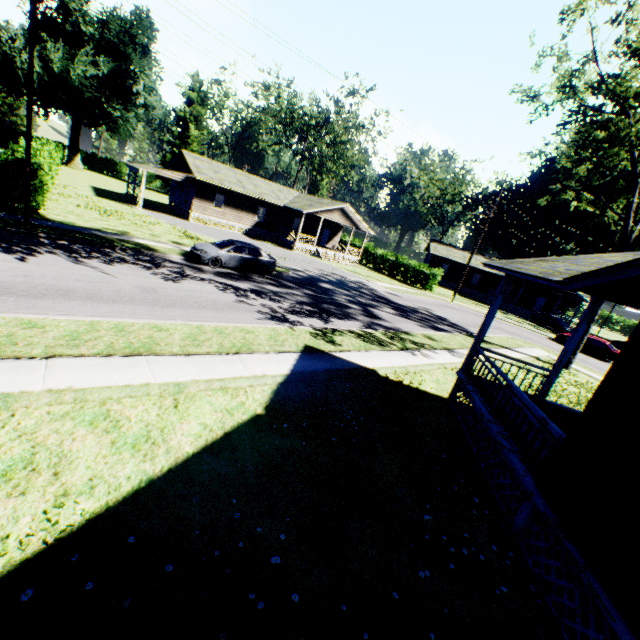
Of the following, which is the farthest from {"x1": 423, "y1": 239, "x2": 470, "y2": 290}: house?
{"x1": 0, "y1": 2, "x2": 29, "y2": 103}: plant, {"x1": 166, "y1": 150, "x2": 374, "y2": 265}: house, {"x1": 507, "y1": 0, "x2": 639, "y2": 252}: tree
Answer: {"x1": 0, "y1": 2, "x2": 29, "y2": 103}: plant

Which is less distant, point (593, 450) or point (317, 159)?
point (593, 450)

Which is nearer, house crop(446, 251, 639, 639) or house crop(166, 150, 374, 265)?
house crop(446, 251, 639, 639)

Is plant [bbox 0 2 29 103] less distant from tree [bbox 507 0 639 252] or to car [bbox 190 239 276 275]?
car [bbox 190 239 276 275]

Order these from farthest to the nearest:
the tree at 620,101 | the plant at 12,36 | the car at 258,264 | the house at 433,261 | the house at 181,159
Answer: the house at 433,261, the plant at 12,36, the house at 181,159, the car at 258,264, the tree at 620,101

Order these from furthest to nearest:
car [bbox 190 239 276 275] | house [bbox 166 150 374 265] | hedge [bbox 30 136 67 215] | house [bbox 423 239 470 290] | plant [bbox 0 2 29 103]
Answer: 1. house [bbox 423 239 470 290]
2. plant [bbox 0 2 29 103]
3. house [bbox 166 150 374 265]
4. car [bbox 190 239 276 275]
5. hedge [bbox 30 136 67 215]

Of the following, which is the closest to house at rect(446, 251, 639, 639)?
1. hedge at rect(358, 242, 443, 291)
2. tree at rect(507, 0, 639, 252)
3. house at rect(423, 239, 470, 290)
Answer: tree at rect(507, 0, 639, 252)

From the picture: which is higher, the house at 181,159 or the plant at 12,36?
the plant at 12,36
